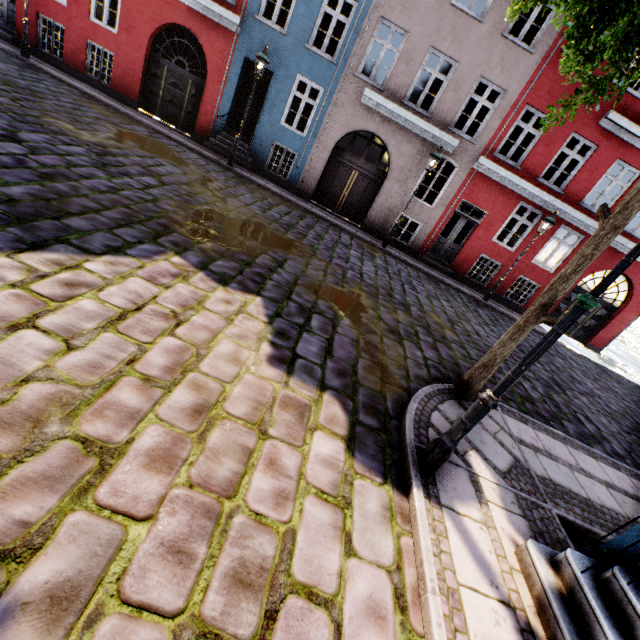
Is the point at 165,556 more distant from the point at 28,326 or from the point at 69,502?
the point at 28,326

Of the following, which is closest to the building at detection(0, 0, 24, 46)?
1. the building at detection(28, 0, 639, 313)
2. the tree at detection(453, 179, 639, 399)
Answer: the tree at detection(453, 179, 639, 399)

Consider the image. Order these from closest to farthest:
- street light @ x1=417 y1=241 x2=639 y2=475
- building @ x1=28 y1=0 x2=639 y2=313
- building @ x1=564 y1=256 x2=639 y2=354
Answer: street light @ x1=417 y1=241 x2=639 y2=475, building @ x1=28 y1=0 x2=639 y2=313, building @ x1=564 y1=256 x2=639 y2=354

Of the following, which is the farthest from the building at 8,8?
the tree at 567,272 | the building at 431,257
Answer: the building at 431,257

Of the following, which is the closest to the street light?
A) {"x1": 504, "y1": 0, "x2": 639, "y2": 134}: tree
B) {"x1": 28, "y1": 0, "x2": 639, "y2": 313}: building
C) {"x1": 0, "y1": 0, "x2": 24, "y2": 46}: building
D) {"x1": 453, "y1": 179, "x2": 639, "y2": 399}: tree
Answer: {"x1": 28, "y1": 0, "x2": 639, "y2": 313}: building

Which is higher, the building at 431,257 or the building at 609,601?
the building at 431,257

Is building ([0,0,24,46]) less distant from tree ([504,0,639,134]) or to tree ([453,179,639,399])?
tree ([453,179,639,399])

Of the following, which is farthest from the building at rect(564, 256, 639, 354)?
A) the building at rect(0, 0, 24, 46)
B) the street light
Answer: the building at rect(0, 0, 24, 46)
